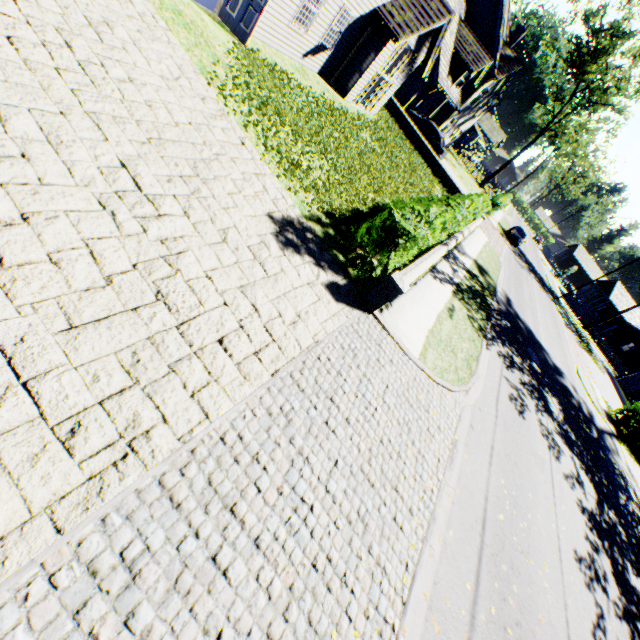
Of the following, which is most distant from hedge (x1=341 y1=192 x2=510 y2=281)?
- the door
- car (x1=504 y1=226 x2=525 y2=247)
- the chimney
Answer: the chimney

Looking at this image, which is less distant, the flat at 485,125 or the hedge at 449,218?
the hedge at 449,218

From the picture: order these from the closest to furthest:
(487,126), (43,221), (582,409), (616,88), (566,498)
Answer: (43,221), (566,498), (582,409), (616,88), (487,126)

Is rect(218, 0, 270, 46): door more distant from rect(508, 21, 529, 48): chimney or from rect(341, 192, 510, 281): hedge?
rect(508, 21, 529, 48): chimney

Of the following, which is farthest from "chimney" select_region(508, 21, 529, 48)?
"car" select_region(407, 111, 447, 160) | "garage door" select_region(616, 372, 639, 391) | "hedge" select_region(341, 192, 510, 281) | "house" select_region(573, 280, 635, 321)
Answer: "garage door" select_region(616, 372, 639, 391)

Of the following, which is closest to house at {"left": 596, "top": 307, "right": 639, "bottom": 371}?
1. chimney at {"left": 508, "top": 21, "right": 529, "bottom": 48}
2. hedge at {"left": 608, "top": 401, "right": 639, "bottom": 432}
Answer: hedge at {"left": 608, "top": 401, "right": 639, "bottom": 432}

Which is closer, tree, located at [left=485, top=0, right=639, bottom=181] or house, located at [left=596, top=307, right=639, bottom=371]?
tree, located at [left=485, top=0, right=639, bottom=181]

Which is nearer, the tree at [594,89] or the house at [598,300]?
the tree at [594,89]
